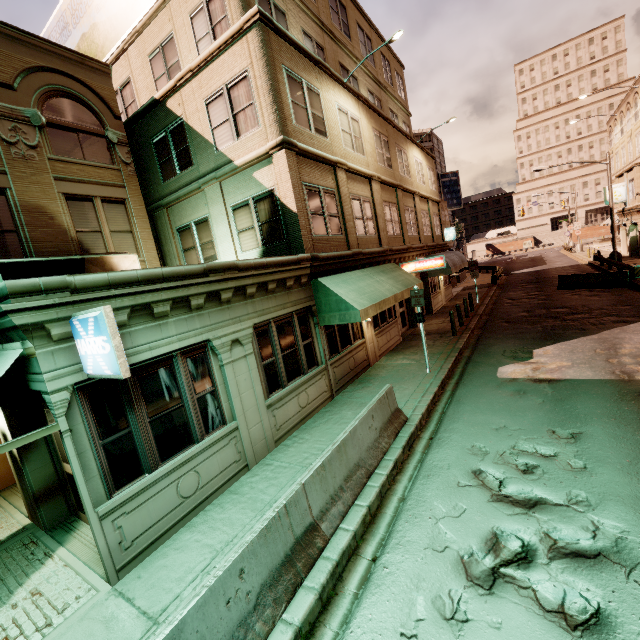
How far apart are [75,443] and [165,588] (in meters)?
2.55

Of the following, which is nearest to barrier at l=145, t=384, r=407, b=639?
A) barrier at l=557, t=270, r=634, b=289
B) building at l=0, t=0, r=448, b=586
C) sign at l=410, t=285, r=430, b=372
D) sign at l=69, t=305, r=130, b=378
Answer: building at l=0, t=0, r=448, b=586

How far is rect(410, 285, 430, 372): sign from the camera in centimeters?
1090cm

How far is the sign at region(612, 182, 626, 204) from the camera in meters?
30.5 m

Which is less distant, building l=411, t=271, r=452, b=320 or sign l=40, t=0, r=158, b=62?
sign l=40, t=0, r=158, b=62

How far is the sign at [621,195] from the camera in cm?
3050

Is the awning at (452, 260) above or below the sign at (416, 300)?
above

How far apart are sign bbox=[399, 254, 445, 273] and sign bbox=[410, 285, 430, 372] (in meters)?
5.89
